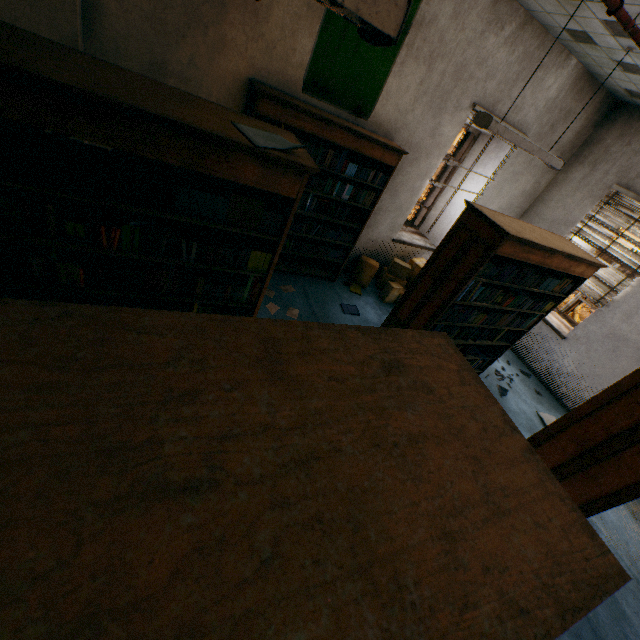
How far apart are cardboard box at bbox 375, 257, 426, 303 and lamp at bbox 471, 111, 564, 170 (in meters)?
2.20

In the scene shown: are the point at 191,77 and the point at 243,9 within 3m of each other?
yes

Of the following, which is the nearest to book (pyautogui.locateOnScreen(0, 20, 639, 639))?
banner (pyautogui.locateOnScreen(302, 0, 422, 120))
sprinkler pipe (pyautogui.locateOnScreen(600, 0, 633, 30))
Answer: sprinkler pipe (pyautogui.locateOnScreen(600, 0, 633, 30))

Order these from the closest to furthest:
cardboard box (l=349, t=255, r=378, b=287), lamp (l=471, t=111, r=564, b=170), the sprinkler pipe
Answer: the sprinkler pipe, lamp (l=471, t=111, r=564, b=170), cardboard box (l=349, t=255, r=378, b=287)

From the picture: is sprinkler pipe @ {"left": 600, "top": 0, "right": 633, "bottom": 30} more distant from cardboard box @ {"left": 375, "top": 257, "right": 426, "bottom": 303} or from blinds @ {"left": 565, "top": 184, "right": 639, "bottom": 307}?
cardboard box @ {"left": 375, "top": 257, "right": 426, "bottom": 303}

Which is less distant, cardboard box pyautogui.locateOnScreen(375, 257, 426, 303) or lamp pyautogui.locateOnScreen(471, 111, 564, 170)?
lamp pyautogui.locateOnScreen(471, 111, 564, 170)

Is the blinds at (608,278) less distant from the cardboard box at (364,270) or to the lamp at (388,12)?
the cardboard box at (364,270)

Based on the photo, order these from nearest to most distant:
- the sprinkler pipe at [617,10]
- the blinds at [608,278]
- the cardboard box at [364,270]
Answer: the sprinkler pipe at [617,10]
the blinds at [608,278]
the cardboard box at [364,270]
